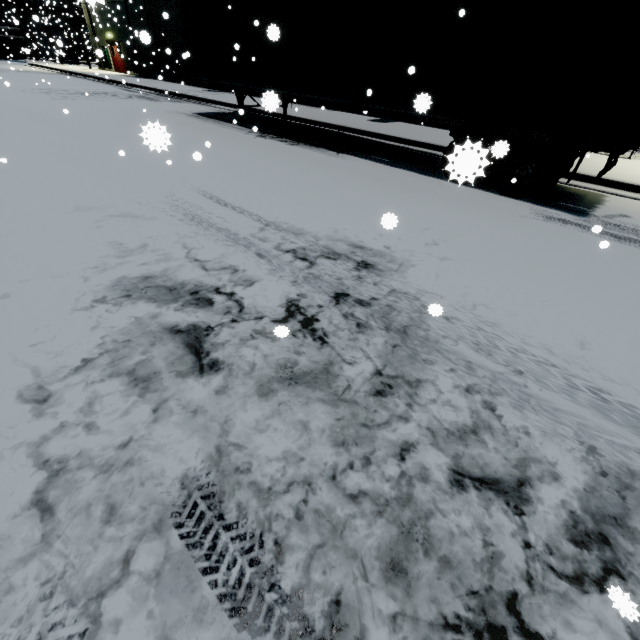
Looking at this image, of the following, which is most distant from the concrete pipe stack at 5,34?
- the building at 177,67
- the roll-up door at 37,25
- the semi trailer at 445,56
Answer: the building at 177,67

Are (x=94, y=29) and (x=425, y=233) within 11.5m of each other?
no

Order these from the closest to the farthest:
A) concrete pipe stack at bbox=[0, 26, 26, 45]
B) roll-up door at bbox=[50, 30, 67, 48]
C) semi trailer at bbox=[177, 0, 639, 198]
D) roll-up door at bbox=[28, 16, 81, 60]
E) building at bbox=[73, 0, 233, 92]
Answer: semi trailer at bbox=[177, 0, 639, 198], roll-up door at bbox=[50, 30, 67, 48], building at bbox=[73, 0, 233, 92], roll-up door at bbox=[28, 16, 81, 60], concrete pipe stack at bbox=[0, 26, 26, 45]

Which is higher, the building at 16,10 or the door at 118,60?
the building at 16,10

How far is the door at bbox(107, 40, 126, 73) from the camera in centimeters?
2930cm

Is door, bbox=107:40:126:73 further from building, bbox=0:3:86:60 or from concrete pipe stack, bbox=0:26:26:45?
concrete pipe stack, bbox=0:26:26:45

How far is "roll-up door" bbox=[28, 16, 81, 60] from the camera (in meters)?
32.05
